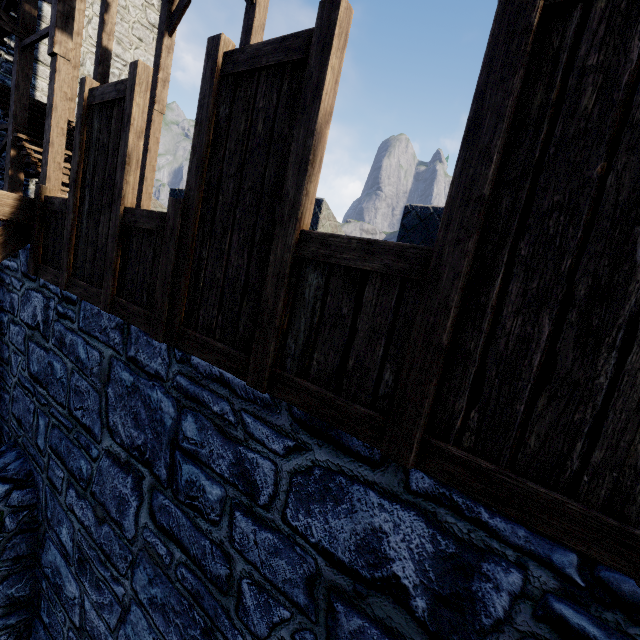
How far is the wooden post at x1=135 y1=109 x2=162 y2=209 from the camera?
7.6 meters

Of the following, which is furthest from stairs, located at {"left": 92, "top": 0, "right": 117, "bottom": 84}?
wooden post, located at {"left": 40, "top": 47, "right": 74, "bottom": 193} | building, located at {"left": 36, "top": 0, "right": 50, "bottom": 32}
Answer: building, located at {"left": 36, "top": 0, "right": 50, "bottom": 32}

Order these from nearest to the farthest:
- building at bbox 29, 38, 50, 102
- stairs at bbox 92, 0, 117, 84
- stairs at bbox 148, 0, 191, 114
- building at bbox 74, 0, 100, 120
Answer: stairs at bbox 148, 0, 191, 114, stairs at bbox 92, 0, 117, 84, building at bbox 29, 38, 50, 102, building at bbox 74, 0, 100, 120

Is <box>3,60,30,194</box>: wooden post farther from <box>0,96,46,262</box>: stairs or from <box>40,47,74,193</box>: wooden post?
<box>40,47,74,193</box>: wooden post

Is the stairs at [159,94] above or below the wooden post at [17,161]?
above

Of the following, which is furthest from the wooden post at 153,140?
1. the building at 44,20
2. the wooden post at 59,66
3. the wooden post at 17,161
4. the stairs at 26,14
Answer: the building at 44,20

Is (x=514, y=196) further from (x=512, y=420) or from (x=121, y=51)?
(x=121, y=51)

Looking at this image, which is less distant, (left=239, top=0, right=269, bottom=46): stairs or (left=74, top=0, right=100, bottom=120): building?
(left=239, top=0, right=269, bottom=46): stairs
